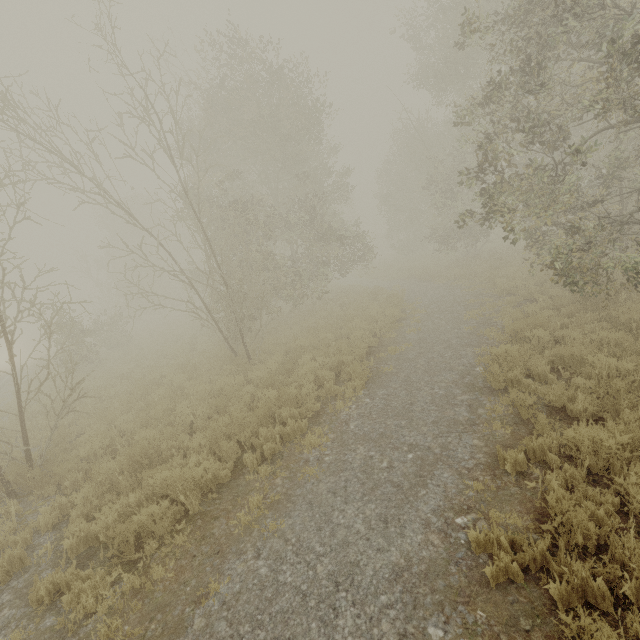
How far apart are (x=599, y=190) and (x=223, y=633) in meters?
13.7
